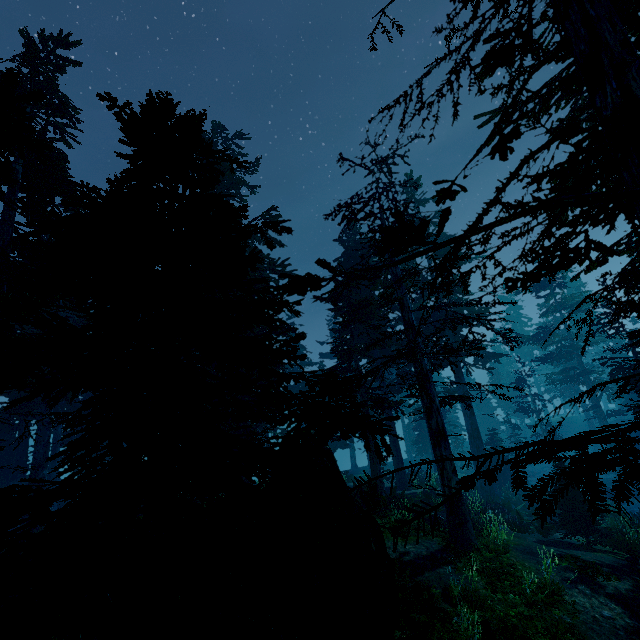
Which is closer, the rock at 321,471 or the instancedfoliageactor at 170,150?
the instancedfoliageactor at 170,150

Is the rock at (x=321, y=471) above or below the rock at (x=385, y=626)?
above

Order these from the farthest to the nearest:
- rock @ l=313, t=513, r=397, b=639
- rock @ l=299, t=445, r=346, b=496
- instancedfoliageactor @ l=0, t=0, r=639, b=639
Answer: rock @ l=299, t=445, r=346, b=496
rock @ l=313, t=513, r=397, b=639
instancedfoliageactor @ l=0, t=0, r=639, b=639

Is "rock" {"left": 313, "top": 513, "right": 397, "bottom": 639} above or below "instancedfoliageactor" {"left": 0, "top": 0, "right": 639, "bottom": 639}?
below

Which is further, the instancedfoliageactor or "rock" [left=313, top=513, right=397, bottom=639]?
"rock" [left=313, top=513, right=397, bottom=639]

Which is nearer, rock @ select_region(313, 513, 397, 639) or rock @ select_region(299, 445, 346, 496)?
rock @ select_region(313, 513, 397, 639)

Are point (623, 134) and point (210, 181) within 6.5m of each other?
yes
